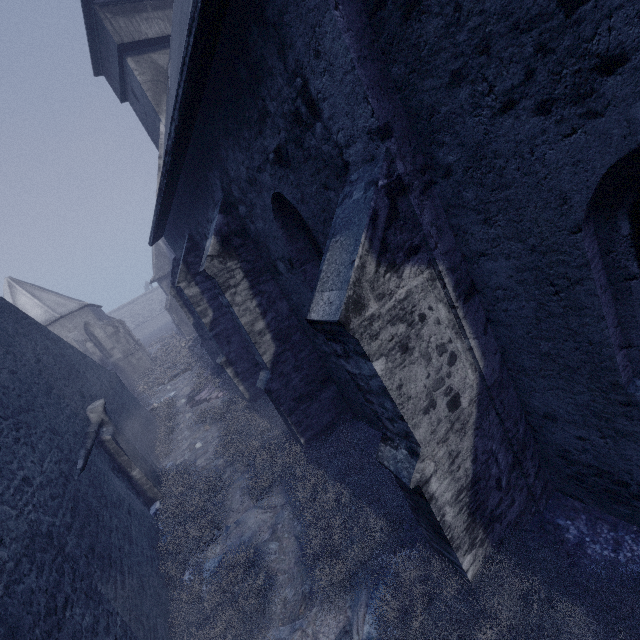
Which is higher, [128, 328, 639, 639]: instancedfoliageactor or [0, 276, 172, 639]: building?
[0, 276, 172, 639]: building

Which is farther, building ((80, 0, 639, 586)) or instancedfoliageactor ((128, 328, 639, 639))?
instancedfoliageactor ((128, 328, 639, 639))

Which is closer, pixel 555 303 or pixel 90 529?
pixel 555 303

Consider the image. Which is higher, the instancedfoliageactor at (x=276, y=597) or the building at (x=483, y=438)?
the building at (x=483, y=438)

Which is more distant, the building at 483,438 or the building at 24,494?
the building at 24,494

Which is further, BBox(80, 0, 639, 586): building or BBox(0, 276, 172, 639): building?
BBox(0, 276, 172, 639): building
